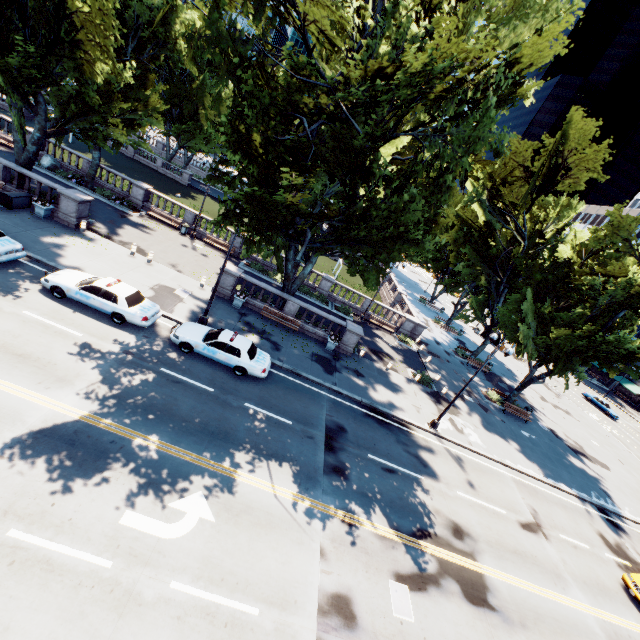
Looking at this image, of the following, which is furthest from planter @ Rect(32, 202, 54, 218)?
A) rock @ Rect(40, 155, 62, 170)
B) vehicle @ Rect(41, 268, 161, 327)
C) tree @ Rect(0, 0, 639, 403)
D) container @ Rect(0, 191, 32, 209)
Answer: rock @ Rect(40, 155, 62, 170)

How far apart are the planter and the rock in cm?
1073

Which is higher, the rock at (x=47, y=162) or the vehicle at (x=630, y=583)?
the rock at (x=47, y=162)

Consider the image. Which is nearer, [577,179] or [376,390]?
[376,390]

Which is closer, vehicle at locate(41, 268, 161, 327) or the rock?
vehicle at locate(41, 268, 161, 327)

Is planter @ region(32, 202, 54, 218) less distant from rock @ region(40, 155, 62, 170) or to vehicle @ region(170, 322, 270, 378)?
vehicle @ region(170, 322, 270, 378)

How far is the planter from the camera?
20.52m

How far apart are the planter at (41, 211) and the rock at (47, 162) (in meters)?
10.73
